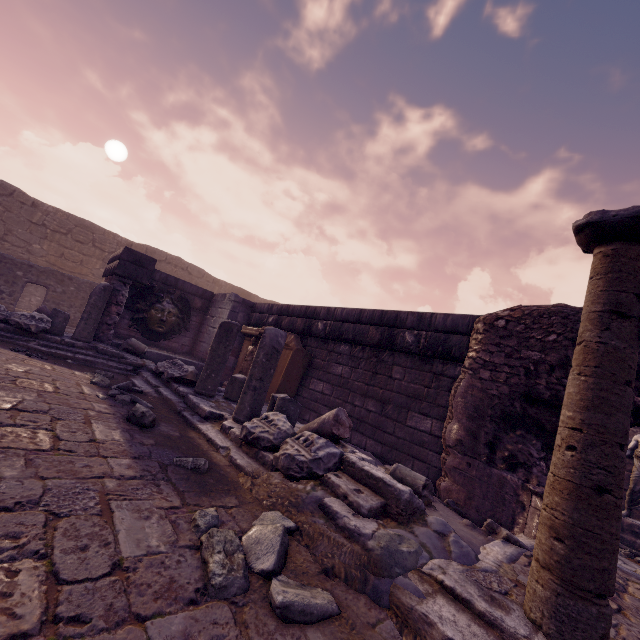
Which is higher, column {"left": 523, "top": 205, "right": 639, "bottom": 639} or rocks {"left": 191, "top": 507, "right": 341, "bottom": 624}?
column {"left": 523, "top": 205, "right": 639, "bottom": 639}

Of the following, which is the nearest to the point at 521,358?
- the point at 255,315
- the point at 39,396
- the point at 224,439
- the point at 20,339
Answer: the point at 224,439

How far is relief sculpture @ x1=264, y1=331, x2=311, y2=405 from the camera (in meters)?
7.38

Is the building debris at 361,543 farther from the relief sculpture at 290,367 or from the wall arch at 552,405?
the relief sculpture at 290,367

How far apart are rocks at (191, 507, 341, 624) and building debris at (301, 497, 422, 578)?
0.0 meters

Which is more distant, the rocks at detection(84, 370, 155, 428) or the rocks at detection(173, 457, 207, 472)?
the rocks at detection(84, 370, 155, 428)

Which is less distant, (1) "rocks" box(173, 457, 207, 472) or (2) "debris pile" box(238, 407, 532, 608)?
(2) "debris pile" box(238, 407, 532, 608)

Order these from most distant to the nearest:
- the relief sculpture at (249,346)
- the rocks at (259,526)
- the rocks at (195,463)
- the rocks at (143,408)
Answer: the relief sculpture at (249,346) → the rocks at (143,408) → the rocks at (195,463) → the rocks at (259,526)
